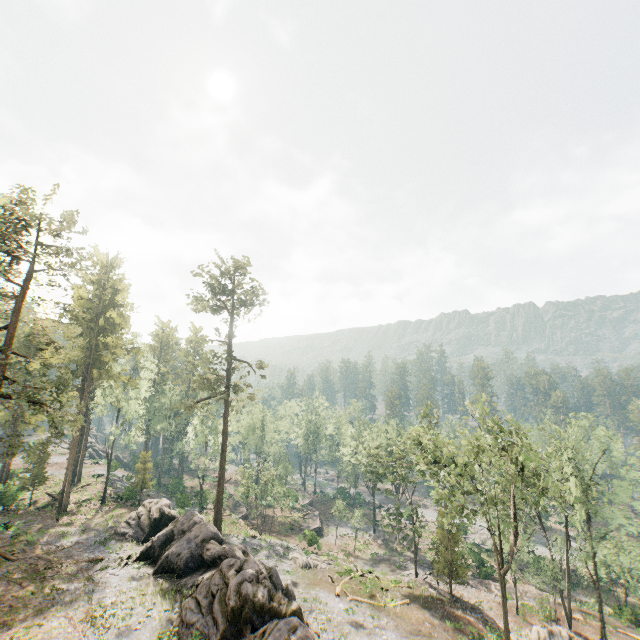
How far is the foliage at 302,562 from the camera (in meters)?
35.61

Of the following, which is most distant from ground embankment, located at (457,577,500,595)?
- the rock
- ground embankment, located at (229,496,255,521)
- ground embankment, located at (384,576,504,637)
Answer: the rock

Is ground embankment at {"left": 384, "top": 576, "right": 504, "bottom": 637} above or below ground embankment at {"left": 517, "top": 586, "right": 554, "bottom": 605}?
above

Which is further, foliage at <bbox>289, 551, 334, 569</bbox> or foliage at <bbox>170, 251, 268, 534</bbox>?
foliage at <bbox>170, 251, 268, 534</bbox>

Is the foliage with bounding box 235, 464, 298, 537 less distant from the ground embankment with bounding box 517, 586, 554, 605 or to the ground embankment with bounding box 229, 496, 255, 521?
the ground embankment with bounding box 517, 586, 554, 605

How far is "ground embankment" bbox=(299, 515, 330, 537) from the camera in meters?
44.6 m

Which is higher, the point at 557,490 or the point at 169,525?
the point at 557,490

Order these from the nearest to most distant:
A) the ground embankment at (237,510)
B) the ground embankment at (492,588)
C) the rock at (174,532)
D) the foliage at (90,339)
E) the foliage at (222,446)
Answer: the rock at (174,532) < the foliage at (90,339) < the foliage at (222,446) < the ground embankment at (492,588) < the ground embankment at (237,510)
